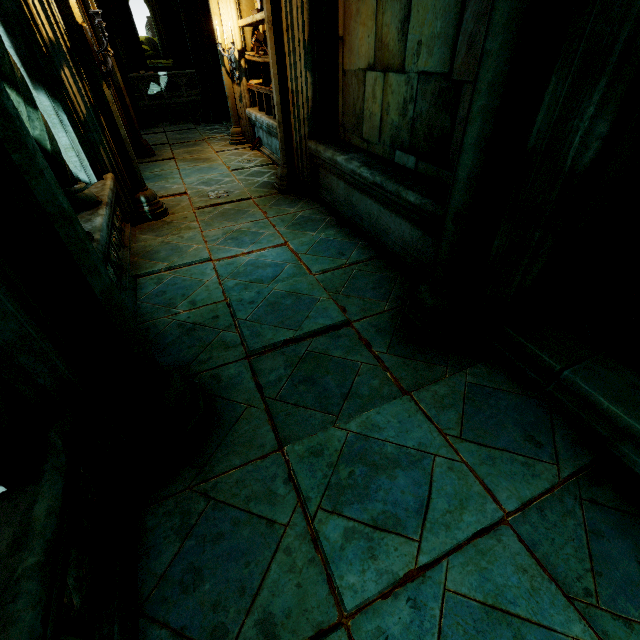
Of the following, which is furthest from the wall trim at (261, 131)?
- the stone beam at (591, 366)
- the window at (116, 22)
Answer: the window at (116, 22)

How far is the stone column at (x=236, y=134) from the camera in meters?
7.5

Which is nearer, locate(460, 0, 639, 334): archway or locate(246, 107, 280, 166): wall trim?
locate(460, 0, 639, 334): archway

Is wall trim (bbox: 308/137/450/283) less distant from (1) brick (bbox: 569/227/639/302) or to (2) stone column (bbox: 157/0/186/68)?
(1) brick (bbox: 569/227/639/302)

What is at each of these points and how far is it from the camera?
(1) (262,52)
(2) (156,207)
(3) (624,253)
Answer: (1) book, 6.20m
(2) stone column, 5.01m
(3) brick, 3.12m

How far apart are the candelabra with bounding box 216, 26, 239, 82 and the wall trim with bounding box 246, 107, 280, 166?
0.5 meters

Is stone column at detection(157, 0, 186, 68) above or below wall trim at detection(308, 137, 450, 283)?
above

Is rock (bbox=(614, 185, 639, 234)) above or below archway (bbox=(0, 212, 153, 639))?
below
